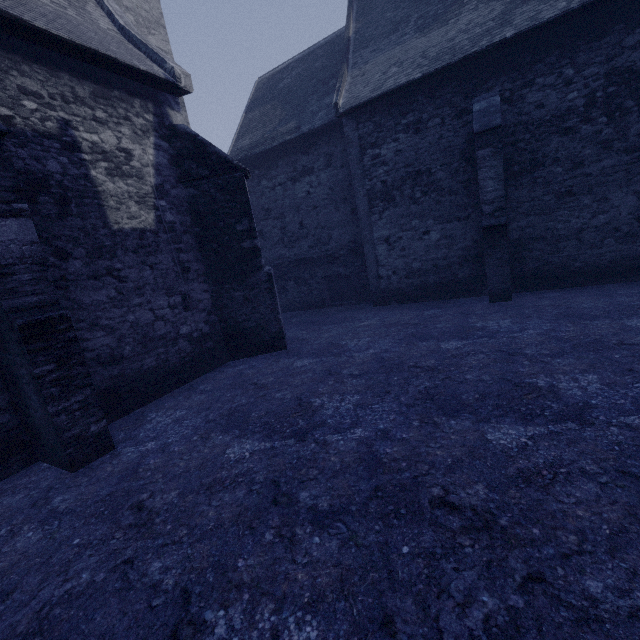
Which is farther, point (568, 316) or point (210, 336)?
point (210, 336)
